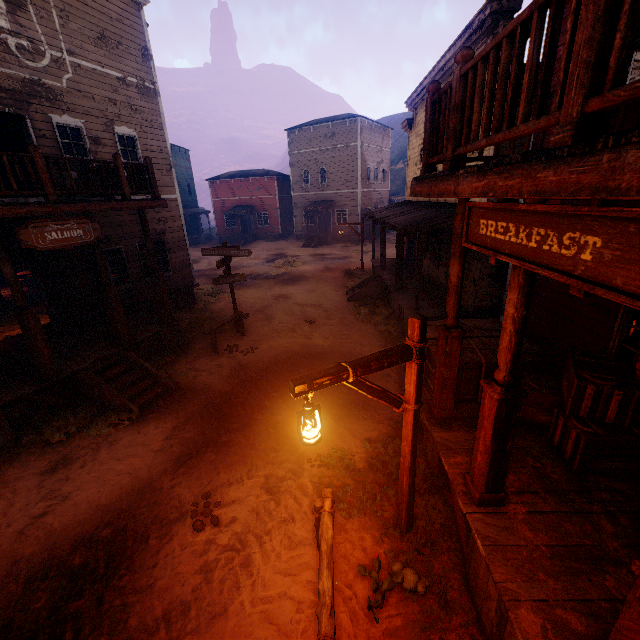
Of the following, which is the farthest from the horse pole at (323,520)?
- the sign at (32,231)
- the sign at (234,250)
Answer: the sign at (234,250)

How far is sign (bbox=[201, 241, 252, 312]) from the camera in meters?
11.1

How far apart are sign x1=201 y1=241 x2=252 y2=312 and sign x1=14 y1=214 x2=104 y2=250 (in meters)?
3.30

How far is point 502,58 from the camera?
2.5 meters

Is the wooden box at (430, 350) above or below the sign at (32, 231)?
below

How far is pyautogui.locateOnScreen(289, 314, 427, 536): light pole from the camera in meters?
3.1 m

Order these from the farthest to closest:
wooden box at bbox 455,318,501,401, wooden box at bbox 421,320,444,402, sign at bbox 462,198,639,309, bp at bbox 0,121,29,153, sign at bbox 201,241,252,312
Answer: sign at bbox 201,241,252,312 → bp at bbox 0,121,29,153 → wooden box at bbox 421,320,444,402 → wooden box at bbox 455,318,501,401 → sign at bbox 462,198,639,309

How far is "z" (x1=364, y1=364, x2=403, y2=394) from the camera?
8.2 meters
